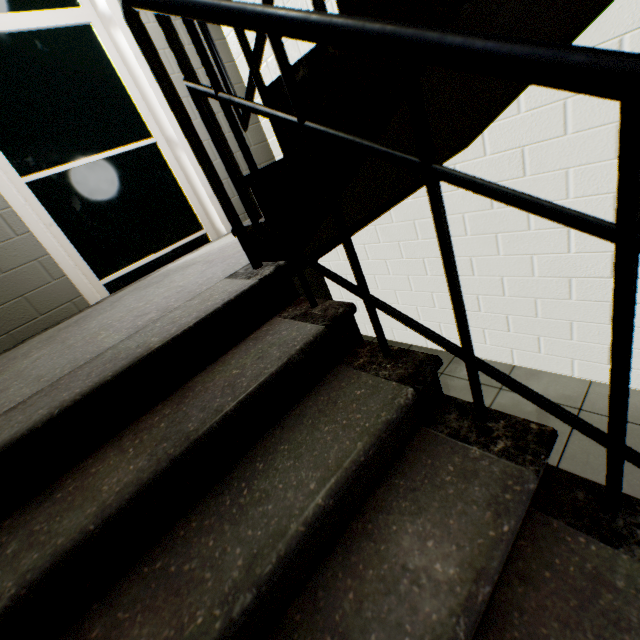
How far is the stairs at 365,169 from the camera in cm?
84

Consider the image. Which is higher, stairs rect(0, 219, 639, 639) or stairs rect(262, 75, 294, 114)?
stairs rect(262, 75, 294, 114)

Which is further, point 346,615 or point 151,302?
point 151,302

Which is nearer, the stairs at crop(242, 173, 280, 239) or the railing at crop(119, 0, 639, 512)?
the railing at crop(119, 0, 639, 512)

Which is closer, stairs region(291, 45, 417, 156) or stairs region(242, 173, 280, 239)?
stairs region(291, 45, 417, 156)

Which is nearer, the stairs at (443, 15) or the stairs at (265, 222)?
the stairs at (443, 15)
